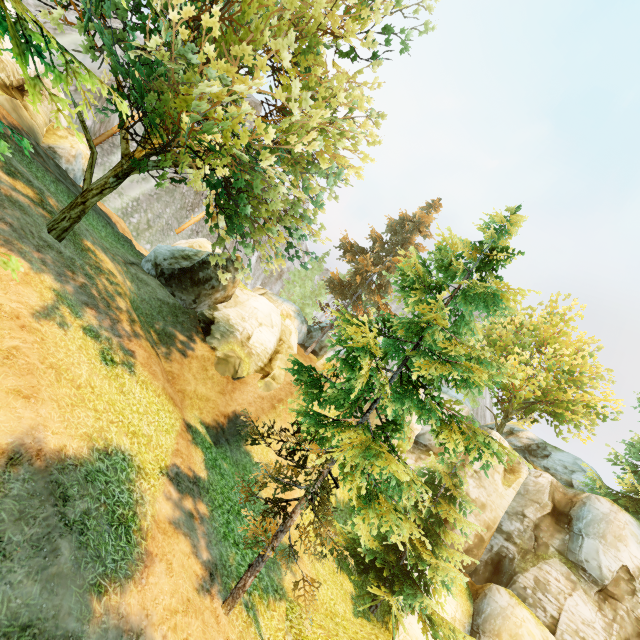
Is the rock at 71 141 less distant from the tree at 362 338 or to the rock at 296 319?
the tree at 362 338

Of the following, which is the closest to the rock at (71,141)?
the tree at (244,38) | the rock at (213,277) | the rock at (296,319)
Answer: the tree at (244,38)

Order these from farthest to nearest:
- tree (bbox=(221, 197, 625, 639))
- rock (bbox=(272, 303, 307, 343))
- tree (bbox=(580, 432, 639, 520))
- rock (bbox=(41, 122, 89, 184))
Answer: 1. rock (bbox=(272, 303, 307, 343))
2. tree (bbox=(580, 432, 639, 520))
3. rock (bbox=(41, 122, 89, 184))
4. tree (bbox=(221, 197, 625, 639))

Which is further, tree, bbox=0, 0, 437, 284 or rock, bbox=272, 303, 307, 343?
rock, bbox=272, 303, 307, 343

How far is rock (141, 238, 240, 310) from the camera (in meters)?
19.48

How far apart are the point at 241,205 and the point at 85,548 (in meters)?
8.97

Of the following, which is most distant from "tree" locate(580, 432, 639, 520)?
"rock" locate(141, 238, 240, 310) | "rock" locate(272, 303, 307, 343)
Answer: "rock" locate(141, 238, 240, 310)

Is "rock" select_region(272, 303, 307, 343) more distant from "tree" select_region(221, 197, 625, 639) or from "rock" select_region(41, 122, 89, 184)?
"rock" select_region(41, 122, 89, 184)
